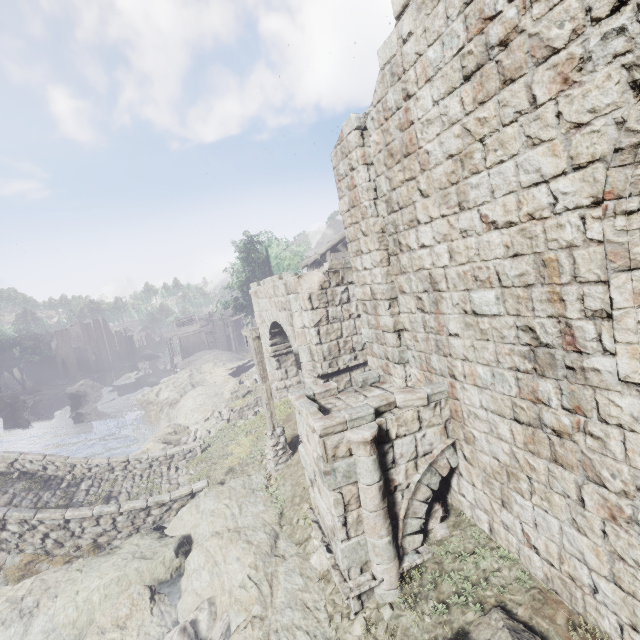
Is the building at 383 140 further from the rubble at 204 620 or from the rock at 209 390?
the rubble at 204 620

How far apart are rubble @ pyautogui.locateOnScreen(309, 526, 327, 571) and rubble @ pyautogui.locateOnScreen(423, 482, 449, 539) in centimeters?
165cm

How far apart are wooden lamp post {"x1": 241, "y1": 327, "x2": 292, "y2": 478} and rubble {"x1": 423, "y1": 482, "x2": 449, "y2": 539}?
5.4 meters

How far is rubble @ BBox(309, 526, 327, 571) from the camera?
7.07m

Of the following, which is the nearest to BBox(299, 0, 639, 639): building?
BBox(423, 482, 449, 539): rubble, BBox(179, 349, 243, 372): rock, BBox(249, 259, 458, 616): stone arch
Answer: BBox(179, 349, 243, 372): rock

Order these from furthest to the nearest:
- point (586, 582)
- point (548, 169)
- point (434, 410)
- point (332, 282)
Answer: point (332, 282) → point (434, 410) → point (586, 582) → point (548, 169)

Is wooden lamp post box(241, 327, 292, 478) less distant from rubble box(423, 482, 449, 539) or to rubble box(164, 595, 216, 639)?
rubble box(164, 595, 216, 639)

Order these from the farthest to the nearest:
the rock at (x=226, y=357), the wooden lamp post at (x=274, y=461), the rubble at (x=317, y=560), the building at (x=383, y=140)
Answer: the rock at (x=226, y=357)
the wooden lamp post at (x=274, y=461)
the rubble at (x=317, y=560)
the building at (x=383, y=140)
